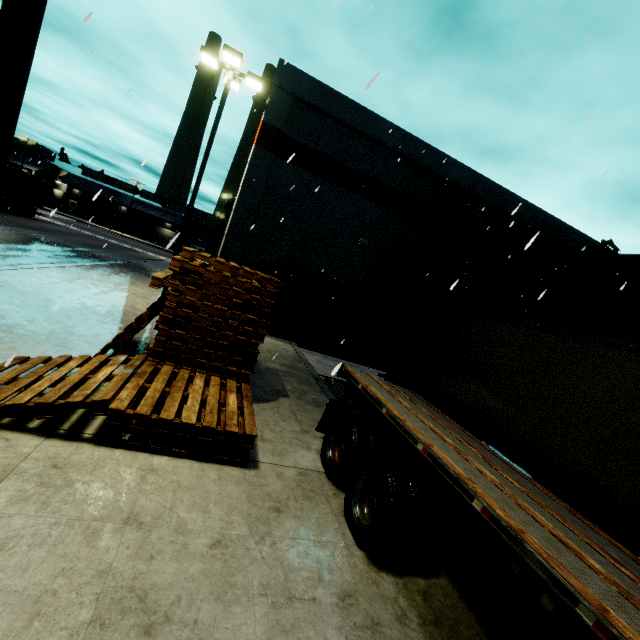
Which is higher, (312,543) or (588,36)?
(588,36)

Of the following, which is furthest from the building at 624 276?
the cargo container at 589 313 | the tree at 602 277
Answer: the cargo container at 589 313

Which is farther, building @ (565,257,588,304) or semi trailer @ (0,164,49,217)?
semi trailer @ (0,164,49,217)

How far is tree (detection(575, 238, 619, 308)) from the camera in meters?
18.9 m

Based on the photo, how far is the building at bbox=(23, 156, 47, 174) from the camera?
56.6m

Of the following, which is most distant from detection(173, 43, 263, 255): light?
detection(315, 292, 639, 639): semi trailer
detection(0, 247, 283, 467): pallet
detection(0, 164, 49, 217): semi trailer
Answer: detection(0, 164, 49, 217): semi trailer

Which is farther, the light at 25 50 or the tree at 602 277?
the tree at 602 277

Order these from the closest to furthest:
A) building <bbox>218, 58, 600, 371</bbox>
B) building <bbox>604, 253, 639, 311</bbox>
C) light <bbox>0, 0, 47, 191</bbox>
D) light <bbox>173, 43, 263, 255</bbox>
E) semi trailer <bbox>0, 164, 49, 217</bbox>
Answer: light <bbox>0, 0, 47, 191</bbox>, light <bbox>173, 43, 263, 255</bbox>, building <bbox>218, 58, 600, 371</bbox>, building <bbox>604, 253, 639, 311</bbox>, semi trailer <bbox>0, 164, 49, 217</bbox>
